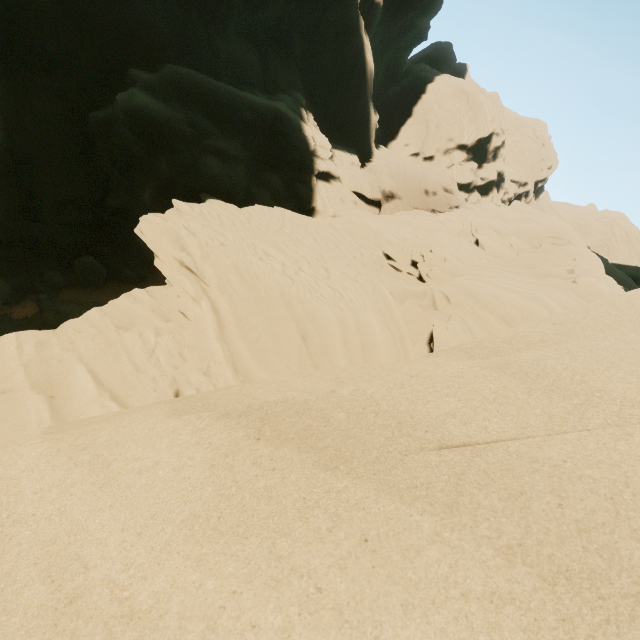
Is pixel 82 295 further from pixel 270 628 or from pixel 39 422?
pixel 270 628
